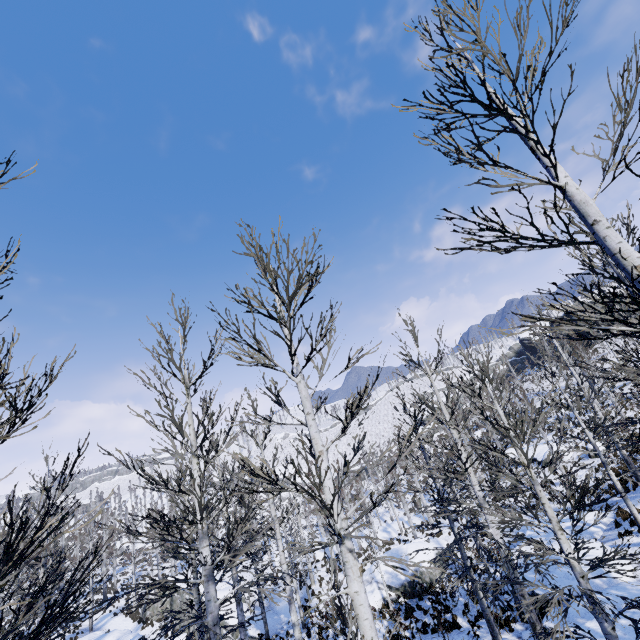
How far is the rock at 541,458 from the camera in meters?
30.5 m

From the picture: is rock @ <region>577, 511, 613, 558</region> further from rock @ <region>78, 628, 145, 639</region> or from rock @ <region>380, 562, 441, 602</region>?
rock @ <region>78, 628, 145, 639</region>

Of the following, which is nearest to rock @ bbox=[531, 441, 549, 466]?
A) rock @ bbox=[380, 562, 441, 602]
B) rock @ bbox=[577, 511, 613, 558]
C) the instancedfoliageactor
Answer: rock @ bbox=[577, 511, 613, 558]

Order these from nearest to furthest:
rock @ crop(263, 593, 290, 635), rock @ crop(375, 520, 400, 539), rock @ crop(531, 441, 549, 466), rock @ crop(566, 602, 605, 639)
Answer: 1. rock @ crop(566, 602, 605, 639)
2. rock @ crop(263, 593, 290, 635)
3. rock @ crop(531, 441, 549, 466)
4. rock @ crop(375, 520, 400, 539)

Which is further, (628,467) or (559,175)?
(628,467)

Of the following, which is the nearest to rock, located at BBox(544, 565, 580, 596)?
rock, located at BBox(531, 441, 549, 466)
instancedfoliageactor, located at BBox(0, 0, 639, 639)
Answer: instancedfoliageactor, located at BBox(0, 0, 639, 639)

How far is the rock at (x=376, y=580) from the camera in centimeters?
2029cm

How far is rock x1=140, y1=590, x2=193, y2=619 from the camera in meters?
26.4
